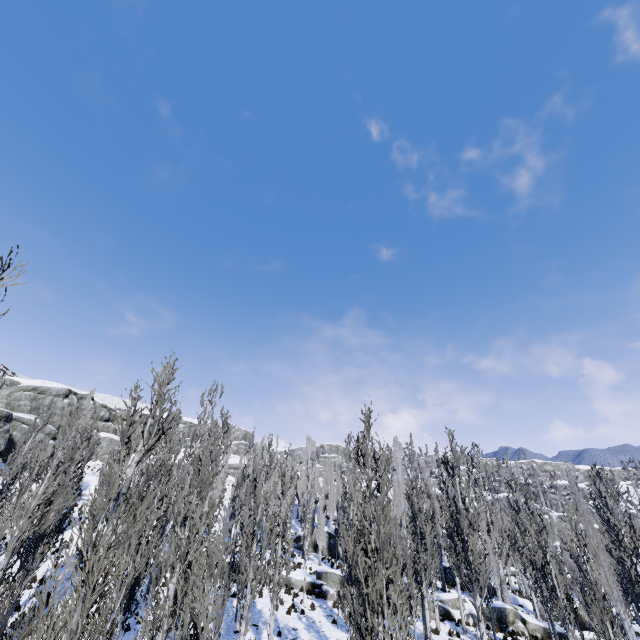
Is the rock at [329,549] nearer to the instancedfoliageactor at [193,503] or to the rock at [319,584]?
the instancedfoliageactor at [193,503]

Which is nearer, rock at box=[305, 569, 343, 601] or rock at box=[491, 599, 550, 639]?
rock at box=[491, 599, 550, 639]

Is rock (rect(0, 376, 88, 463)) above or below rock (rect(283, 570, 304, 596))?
above

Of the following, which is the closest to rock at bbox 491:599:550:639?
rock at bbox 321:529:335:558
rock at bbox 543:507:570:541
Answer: rock at bbox 321:529:335:558

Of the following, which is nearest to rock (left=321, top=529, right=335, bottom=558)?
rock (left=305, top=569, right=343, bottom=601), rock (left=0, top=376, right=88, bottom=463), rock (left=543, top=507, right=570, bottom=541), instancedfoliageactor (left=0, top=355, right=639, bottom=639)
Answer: instancedfoliageactor (left=0, top=355, right=639, bottom=639)

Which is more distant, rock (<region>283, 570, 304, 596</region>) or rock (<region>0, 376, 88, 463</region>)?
rock (<region>0, 376, 88, 463</region>)

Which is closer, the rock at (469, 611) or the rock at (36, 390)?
the rock at (469, 611)

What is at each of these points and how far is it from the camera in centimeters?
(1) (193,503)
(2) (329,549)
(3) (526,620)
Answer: (1) instancedfoliageactor, 1048cm
(2) rock, 4006cm
(3) rock, 2230cm
